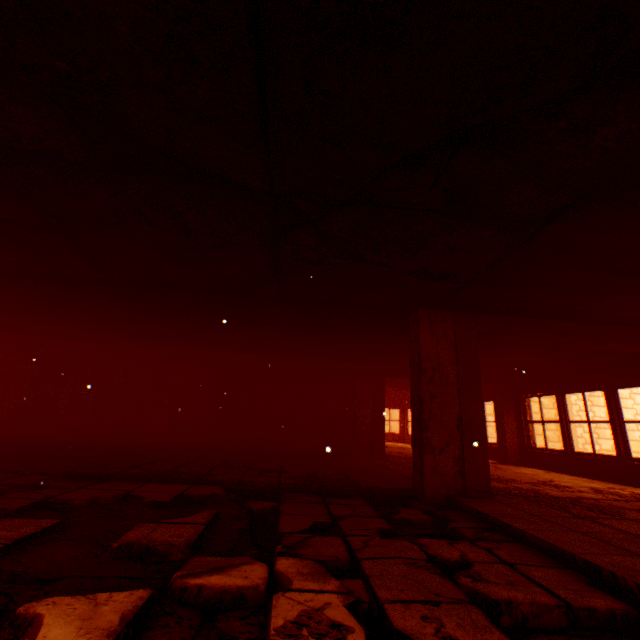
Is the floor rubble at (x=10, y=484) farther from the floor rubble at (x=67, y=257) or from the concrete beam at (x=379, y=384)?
the concrete beam at (x=379, y=384)

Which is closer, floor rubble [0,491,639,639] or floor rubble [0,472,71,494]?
floor rubble [0,491,639,639]

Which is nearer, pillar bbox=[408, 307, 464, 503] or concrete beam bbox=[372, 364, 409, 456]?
pillar bbox=[408, 307, 464, 503]

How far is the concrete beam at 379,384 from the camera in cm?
919

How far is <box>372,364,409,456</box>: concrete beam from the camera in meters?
9.2 m

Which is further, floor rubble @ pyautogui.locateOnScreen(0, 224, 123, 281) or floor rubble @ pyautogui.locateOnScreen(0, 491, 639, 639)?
floor rubble @ pyautogui.locateOnScreen(0, 224, 123, 281)

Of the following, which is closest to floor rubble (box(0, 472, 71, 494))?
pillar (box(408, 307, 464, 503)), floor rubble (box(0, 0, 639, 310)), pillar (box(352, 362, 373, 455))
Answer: pillar (box(408, 307, 464, 503))

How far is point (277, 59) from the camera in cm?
156
